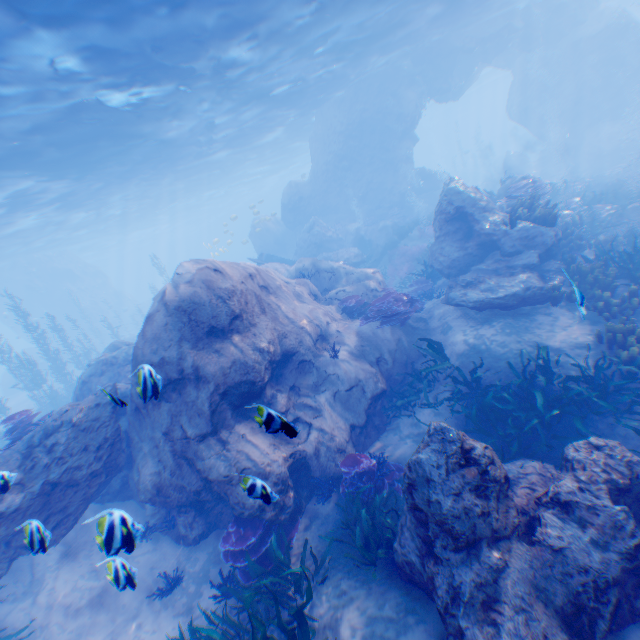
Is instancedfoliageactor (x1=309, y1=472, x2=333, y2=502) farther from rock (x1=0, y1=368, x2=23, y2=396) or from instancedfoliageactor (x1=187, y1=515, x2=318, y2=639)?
instancedfoliageactor (x1=187, y1=515, x2=318, y2=639)

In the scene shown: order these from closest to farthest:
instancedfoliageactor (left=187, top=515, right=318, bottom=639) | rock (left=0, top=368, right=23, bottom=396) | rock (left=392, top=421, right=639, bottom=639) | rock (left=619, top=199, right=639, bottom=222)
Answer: rock (left=392, top=421, right=639, bottom=639) < instancedfoliageactor (left=187, top=515, right=318, bottom=639) < rock (left=619, top=199, right=639, bottom=222) < rock (left=0, top=368, right=23, bottom=396)

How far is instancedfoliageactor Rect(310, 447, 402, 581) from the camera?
5.5 meters

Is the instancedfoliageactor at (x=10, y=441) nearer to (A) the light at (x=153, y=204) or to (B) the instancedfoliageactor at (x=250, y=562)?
(A) the light at (x=153, y=204)

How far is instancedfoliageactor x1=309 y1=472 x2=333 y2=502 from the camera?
7.3m

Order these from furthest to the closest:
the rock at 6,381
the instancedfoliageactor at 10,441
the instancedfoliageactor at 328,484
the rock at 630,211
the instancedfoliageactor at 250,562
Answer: Result:
the rock at 6,381
the rock at 630,211
the instancedfoliageactor at 10,441
the instancedfoliageactor at 328,484
the instancedfoliageactor at 250,562

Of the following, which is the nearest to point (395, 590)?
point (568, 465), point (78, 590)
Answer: point (568, 465)

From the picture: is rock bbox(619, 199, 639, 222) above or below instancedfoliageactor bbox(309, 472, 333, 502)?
above
